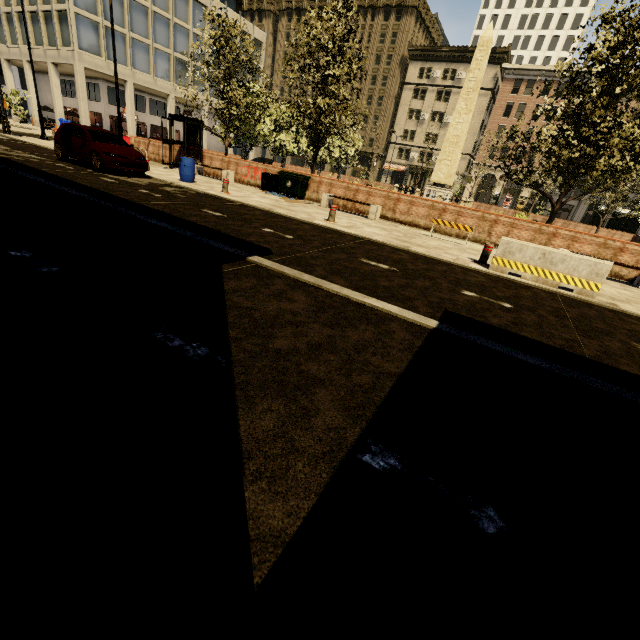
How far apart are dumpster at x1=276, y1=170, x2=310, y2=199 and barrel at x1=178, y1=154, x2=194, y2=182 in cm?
362

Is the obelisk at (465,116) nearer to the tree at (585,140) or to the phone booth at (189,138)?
the tree at (585,140)

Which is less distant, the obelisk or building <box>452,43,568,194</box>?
the obelisk

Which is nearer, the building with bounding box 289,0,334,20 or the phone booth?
the phone booth

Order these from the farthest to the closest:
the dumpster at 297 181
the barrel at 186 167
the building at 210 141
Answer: the building at 210 141 → the dumpster at 297 181 → the barrel at 186 167

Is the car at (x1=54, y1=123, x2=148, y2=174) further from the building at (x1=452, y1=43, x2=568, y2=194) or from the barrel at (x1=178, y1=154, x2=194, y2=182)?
the building at (x1=452, y1=43, x2=568, y2=194)

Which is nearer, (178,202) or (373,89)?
(178,202)
